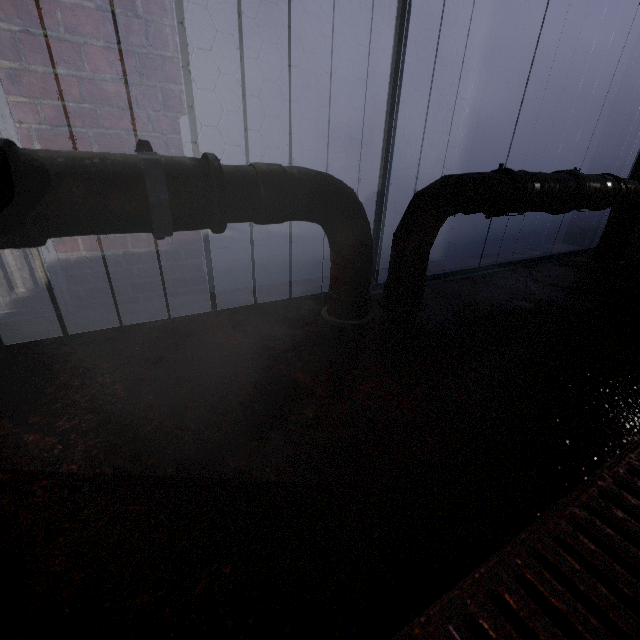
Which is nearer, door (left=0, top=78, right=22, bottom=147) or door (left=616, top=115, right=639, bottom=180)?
door (left=0, top=78, right=22, bottom=147)

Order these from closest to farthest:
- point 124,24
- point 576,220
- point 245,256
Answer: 1. point 124,24
2. point 245,256
3. point 576,220

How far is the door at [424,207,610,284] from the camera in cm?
186

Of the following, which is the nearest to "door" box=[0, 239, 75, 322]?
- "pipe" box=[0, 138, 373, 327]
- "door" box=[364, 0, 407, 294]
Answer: "pipe" box=[0, 138, 373, 327]

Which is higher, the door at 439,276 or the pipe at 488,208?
the pipe at 488,208

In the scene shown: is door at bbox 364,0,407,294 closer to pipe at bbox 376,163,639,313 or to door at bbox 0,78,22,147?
pipe at bbox 376,163,639,313

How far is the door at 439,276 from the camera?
1.9 meters

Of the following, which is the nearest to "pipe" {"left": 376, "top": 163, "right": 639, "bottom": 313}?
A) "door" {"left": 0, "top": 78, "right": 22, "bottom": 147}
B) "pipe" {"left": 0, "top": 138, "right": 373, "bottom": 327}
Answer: "pipe" {"left": 0, "top": 138, "right": 373, "bottom": 327}
